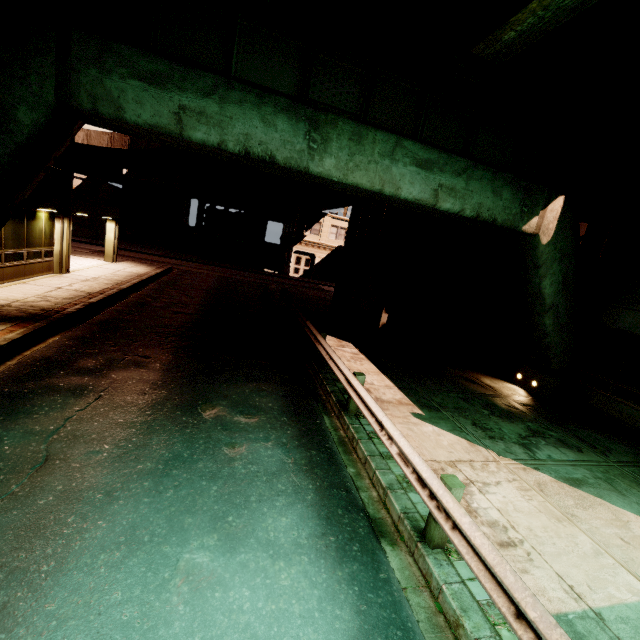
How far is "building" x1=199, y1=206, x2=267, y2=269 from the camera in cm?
3662

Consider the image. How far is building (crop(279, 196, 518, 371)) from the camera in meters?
13.1

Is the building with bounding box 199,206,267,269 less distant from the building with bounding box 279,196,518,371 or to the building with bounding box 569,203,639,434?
the building with bounding box 279,196,518,371

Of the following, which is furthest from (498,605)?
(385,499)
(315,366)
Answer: (315,366)

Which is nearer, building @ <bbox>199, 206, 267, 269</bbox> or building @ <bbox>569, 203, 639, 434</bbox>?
building @ <bbox>569, 203, 639, 434</bbox>

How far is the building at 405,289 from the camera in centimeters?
1309cm

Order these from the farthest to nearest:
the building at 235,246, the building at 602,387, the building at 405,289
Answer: the building at 235,246
the building at 405,289
the building at 602,387

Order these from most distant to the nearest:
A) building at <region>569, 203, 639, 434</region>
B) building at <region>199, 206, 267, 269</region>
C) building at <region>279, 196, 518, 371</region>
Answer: building at <region>199, 206, 267, 269</region> → building at <region>279, 196, 518, 371</region> → building at <region>569, 203, 639, 434</region>
